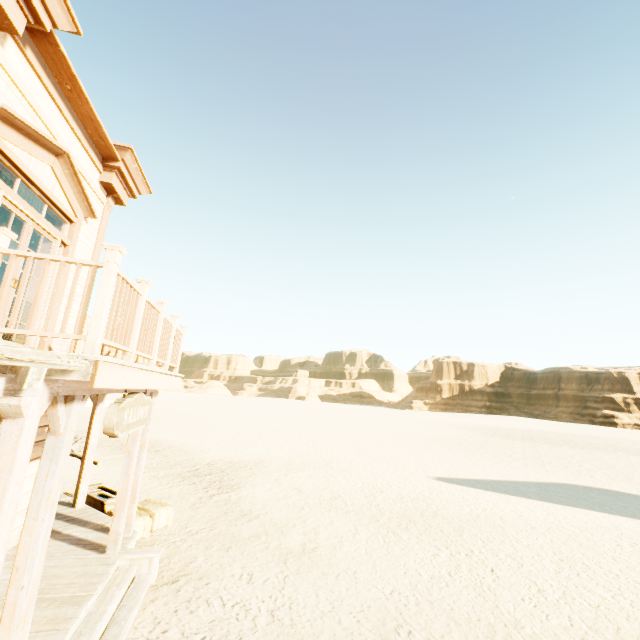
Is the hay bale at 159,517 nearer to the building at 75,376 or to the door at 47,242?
the building at 75,376

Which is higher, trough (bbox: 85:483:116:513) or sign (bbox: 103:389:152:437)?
sign (bbox: 103:389:152:437)

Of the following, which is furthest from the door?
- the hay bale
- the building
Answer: the hay bale

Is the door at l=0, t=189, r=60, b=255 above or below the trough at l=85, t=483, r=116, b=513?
above

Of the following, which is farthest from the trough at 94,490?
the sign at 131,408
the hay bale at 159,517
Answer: the sign at 131,408

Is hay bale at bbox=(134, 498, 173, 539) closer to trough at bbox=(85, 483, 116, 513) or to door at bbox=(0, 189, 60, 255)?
trough at bbox=(85, 483, 116, 513)

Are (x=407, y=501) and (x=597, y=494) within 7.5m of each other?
no

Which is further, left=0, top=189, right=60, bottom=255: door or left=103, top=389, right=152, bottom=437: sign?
left=0, top=189, right=60, bottom=255: door
